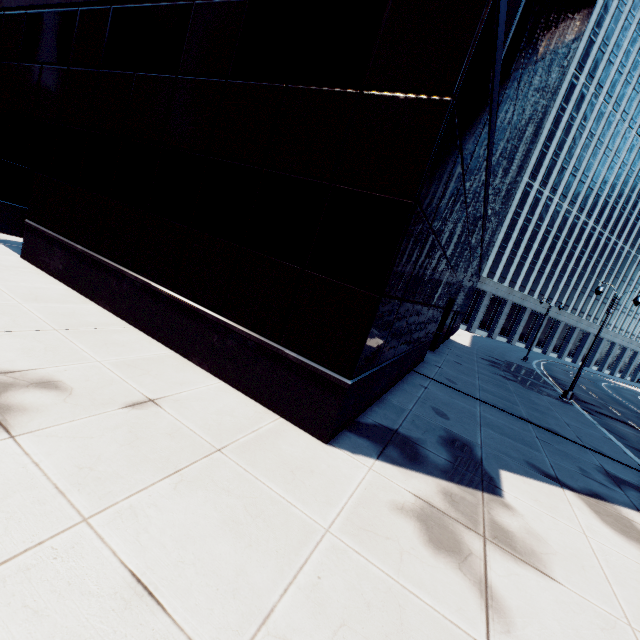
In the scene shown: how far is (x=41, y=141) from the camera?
10.5 meters
